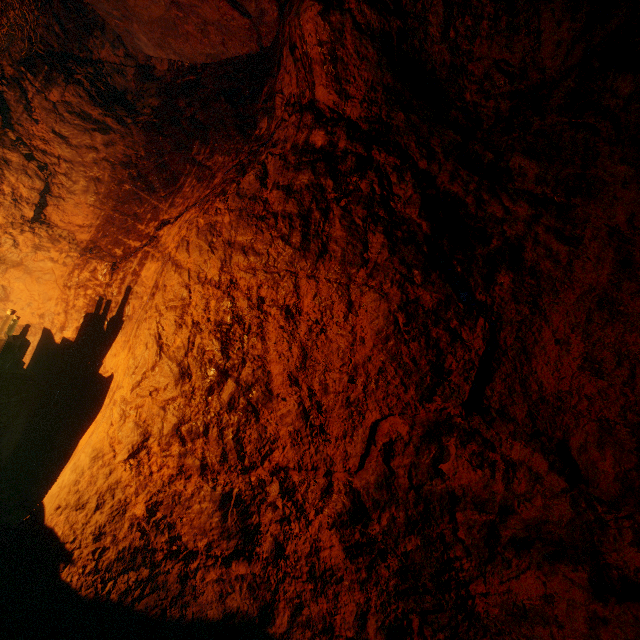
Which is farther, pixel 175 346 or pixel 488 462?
pixel 175 346

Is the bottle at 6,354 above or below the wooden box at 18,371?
above

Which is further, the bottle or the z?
the bottle

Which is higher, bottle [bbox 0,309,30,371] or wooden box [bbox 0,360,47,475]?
bottle [bbox 0,309,30,371]

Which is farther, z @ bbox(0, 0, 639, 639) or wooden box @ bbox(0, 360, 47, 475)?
wooden box @ bbox(0, 360, 47, 475)

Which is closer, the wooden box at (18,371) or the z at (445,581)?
the z at (445,581)
